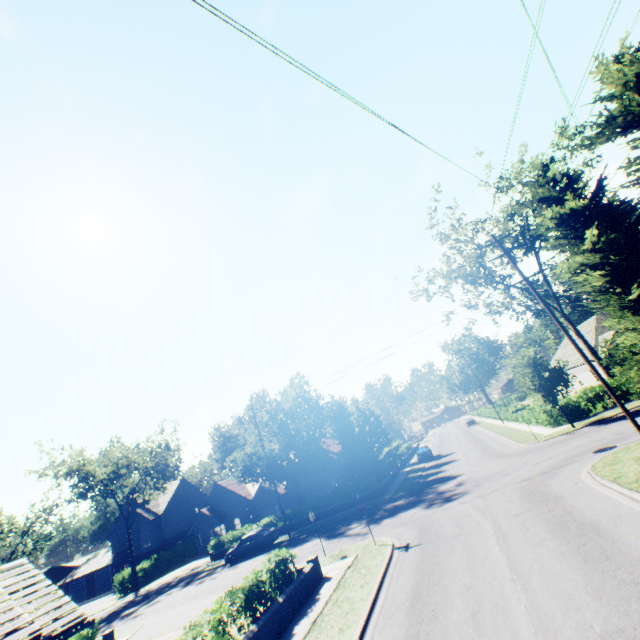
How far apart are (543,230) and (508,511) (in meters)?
11.97

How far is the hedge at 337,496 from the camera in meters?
30.0 m

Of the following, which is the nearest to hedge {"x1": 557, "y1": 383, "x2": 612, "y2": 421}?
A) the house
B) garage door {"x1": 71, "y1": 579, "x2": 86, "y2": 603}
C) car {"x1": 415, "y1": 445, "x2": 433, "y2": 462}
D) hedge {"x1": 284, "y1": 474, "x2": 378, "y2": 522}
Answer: car {"x1": 415, "y1": 445, "x2": 433, "y2": 462}

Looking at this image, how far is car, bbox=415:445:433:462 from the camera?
39.84m

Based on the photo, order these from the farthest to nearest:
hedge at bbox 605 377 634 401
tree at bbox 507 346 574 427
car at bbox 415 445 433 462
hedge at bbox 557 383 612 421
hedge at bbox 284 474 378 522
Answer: car at bbox 415 445 433 462 → hedge at bbox 284 474 378 522 → hedge at bbox 557 383 612 421 → hedge at bbox 605 377 634 401 → tree at bbox 507 346 574 427

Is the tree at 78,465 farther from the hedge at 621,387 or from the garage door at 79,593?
the garage door at 79,593

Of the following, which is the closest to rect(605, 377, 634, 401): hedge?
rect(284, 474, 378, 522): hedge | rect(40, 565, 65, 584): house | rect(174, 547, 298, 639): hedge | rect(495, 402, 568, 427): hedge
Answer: rect(495, 402, 568, 427): hedge

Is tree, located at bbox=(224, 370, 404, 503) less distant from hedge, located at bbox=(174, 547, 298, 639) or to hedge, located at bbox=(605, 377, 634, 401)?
hedge, located at bbox=(605, 377, 634, 401)
